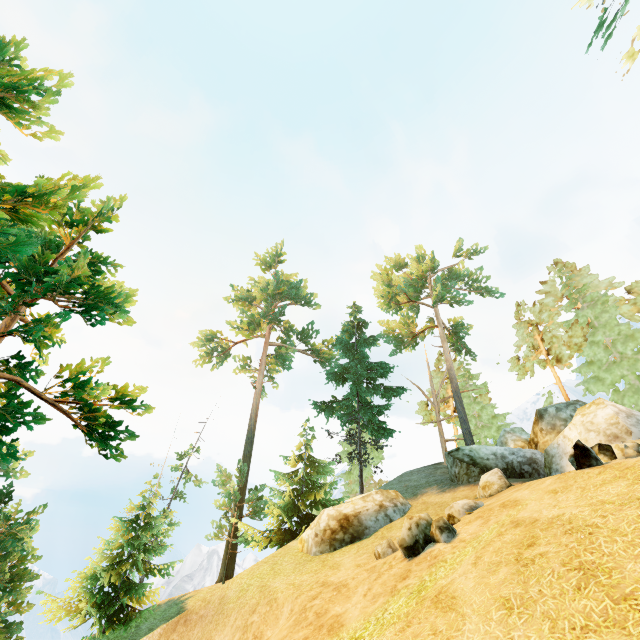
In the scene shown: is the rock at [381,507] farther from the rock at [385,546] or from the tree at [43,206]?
the tree at [43,206]

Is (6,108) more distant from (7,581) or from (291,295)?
(7,581)

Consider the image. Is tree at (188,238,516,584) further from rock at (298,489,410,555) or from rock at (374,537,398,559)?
rock at (374,537,398,559)

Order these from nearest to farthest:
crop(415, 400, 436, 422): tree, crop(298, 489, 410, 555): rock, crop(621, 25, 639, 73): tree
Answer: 1. crop(621, 25, 639, 73): tree
2. crop(298, 489, 410, 555): rock
3. crop(415, 400, 436, 422): tree

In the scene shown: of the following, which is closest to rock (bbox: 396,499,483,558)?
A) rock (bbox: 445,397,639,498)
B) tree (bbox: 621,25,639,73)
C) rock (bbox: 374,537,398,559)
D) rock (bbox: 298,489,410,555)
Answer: rock (bbox: 374,537,398,559)

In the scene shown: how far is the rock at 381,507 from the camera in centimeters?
1493cm

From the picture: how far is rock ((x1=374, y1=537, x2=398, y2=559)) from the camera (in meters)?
10.71

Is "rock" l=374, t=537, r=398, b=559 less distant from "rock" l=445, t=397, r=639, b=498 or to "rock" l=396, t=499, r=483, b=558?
"rock" l=396, t=499, r=483, b=558
